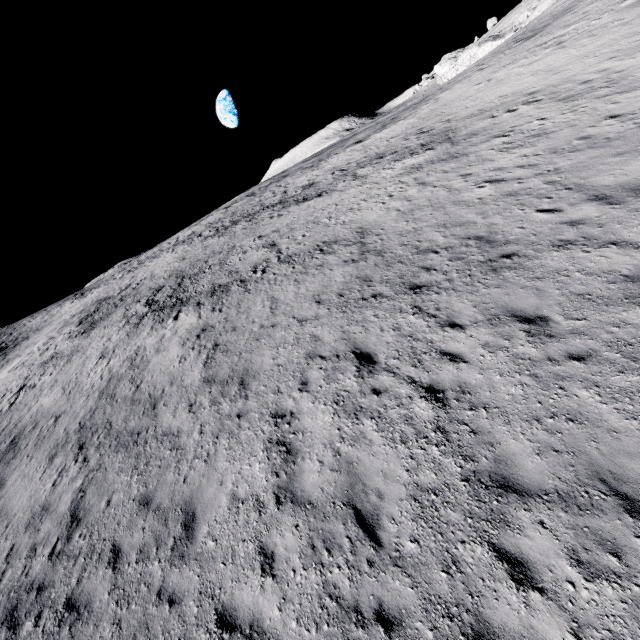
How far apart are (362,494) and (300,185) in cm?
3484
